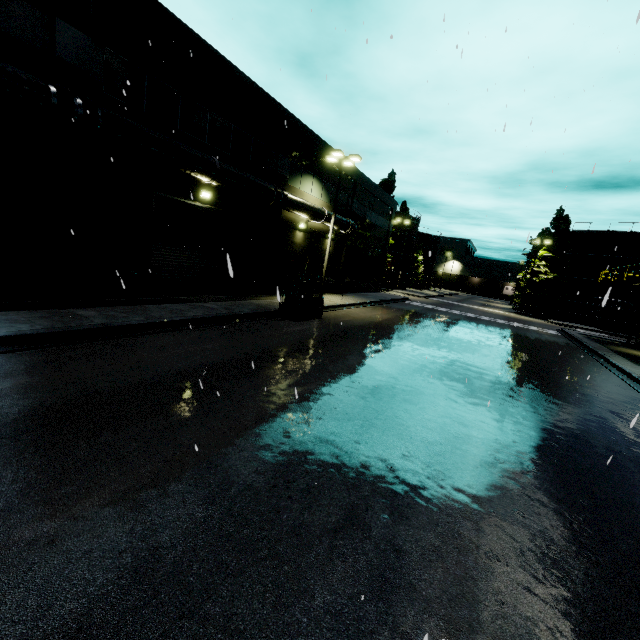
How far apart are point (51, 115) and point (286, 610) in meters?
12.6

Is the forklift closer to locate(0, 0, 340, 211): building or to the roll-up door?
the roll-up door

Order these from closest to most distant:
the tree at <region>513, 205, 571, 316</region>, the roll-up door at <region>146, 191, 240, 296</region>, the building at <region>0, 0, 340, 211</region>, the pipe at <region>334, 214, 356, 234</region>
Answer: the building at <region>0, 0, 340, 211</region>
the roll-up door at <region>146, 191, 240, 296</region>
the pipe at <region>334, 214, 356, 234</region>
the tree at <region>513, 205, 571, 316</region>

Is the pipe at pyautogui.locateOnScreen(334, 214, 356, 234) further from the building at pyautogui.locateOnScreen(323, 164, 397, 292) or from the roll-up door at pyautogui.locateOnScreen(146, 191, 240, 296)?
the roll-up door at pyautogui.locateOnScreen(146, 191, 240, 296)

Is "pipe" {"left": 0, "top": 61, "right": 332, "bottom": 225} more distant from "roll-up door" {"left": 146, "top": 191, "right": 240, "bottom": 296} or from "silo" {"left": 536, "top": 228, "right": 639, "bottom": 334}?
"silo" {"left": 536, "top": 228, "right": 639, "bottom": 334}

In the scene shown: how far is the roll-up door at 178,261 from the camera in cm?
1416

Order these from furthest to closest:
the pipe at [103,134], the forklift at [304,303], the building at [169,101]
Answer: the forklift at [304,303], the building at [169,101], the pipe at [103,134]

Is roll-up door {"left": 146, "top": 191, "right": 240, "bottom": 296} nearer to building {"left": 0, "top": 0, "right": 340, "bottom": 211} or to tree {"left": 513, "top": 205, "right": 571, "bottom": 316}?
building {"left": 0, "top": 0, "right": 340, "bottom": 211}
